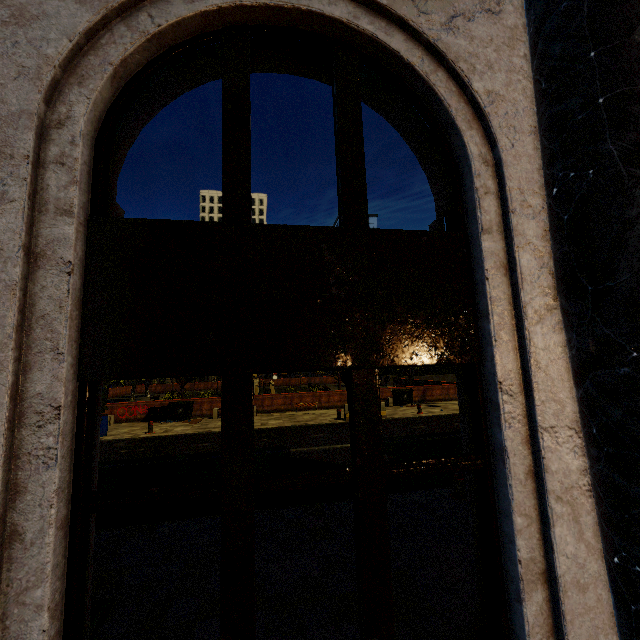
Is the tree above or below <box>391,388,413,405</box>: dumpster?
below

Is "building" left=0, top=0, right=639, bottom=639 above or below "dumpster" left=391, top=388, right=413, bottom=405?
above

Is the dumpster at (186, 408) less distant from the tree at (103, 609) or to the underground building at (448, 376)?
the tree at (103, 609)

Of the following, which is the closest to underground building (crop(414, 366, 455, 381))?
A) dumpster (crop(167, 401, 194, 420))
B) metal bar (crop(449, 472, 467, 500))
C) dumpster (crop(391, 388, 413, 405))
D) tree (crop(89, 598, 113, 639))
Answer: tree (crop(89, 598, 113, 639))

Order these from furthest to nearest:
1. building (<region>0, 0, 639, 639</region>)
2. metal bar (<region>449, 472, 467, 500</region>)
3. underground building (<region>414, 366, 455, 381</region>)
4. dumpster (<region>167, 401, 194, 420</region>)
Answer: underground building (<region>414, 366, 455, 381</region>) → dumpster (<region>167, 401, 194, 420</region>) → metal bar (<region>449, 472, 467, 500</region>) → building (<region>0, 0, 639, 639</region>)

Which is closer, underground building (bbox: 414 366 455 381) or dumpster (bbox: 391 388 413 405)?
dumpster (bbox: 391 388 413 405)

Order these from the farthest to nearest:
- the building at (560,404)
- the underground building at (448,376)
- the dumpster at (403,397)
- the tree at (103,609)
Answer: the underground building at (448,376) → the dumpster at (403,397) → the tree at (103,609) → the building at (560,404)

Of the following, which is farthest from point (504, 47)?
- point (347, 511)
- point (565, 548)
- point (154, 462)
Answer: point (154, 462)
